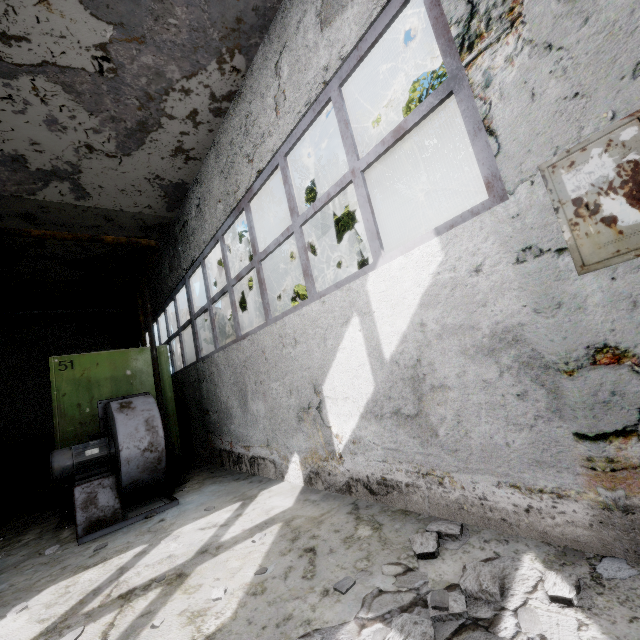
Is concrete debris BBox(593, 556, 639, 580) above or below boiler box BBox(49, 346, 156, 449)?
below

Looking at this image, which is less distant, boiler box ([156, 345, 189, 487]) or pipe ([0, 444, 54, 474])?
boiler box ([156, 345, 189, 487])

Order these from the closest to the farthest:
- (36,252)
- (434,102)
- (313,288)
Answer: (434,102) < (313,288) < (36,252)

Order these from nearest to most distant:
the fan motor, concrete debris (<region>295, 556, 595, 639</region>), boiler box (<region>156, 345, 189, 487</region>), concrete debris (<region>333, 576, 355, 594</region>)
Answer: concrete debris (<region>295, 556, 595, 639</region>) < concrete debris (<region>333, 576, 355, 594</region>) < the fan motor < boiler box (<region>156, 345, 189, 487</region>)

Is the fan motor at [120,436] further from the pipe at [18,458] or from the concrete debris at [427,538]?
the concrete debris at [427,538]

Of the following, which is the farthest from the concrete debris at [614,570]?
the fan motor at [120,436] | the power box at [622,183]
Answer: the fan motor at [120,436]

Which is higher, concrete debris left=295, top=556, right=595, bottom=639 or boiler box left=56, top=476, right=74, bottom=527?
boiler box left=56, top=476, right=74, bottom=527

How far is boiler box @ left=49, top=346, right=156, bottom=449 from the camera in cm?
583
